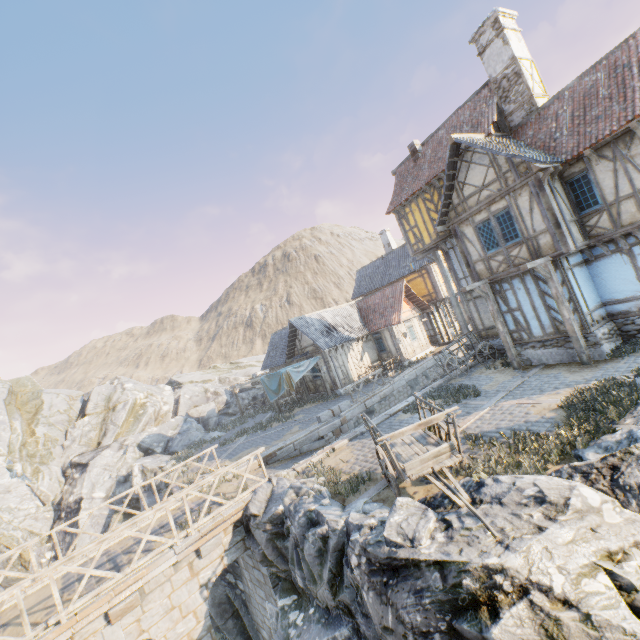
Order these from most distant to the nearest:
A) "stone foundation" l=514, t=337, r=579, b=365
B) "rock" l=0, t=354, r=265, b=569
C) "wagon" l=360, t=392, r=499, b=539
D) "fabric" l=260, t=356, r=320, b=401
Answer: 1. "fabric" l=260, t=356, r=320, b=401
2. "rock" l=0, t=354, r=265, b=569
3. "stone foundation" l=514, t=337, r=579, b=365
4. "wagon" l=360, t=392, r=499, b=539

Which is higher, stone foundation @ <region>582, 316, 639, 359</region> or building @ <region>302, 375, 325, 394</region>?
building @ <region>302, 375, 325, 394</region>

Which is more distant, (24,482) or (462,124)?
(24,482)

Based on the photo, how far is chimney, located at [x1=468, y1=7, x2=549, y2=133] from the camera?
13.62m

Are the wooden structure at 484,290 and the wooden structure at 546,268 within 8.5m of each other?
yes

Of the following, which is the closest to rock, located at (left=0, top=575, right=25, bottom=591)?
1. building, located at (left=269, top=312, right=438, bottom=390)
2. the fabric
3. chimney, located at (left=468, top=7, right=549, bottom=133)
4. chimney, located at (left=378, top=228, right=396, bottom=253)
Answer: building, located at (left=269, top=312, right=438, bottom=390)

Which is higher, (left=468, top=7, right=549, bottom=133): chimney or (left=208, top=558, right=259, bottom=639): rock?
(left=468, top=7, right=549, bottom=133): chimney

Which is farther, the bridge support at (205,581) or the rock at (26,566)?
the rock at (26,566)
